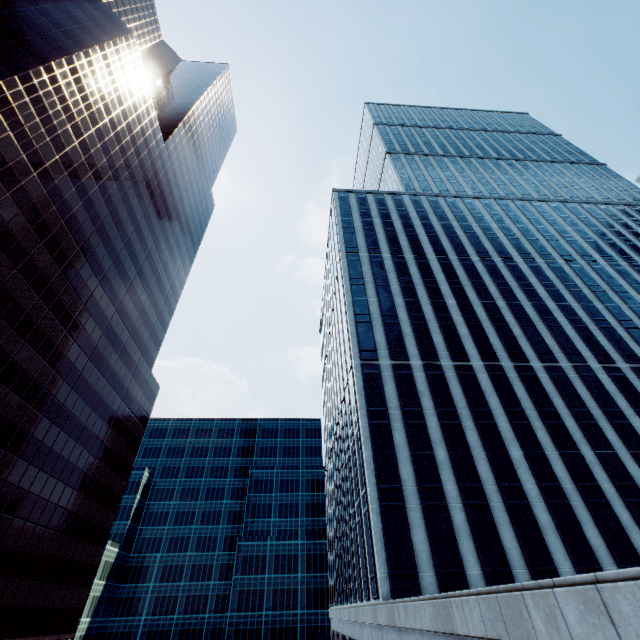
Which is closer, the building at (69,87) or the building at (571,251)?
the building at (571,251)

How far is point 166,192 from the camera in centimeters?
5897cm

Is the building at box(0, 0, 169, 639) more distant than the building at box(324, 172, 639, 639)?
Yes
